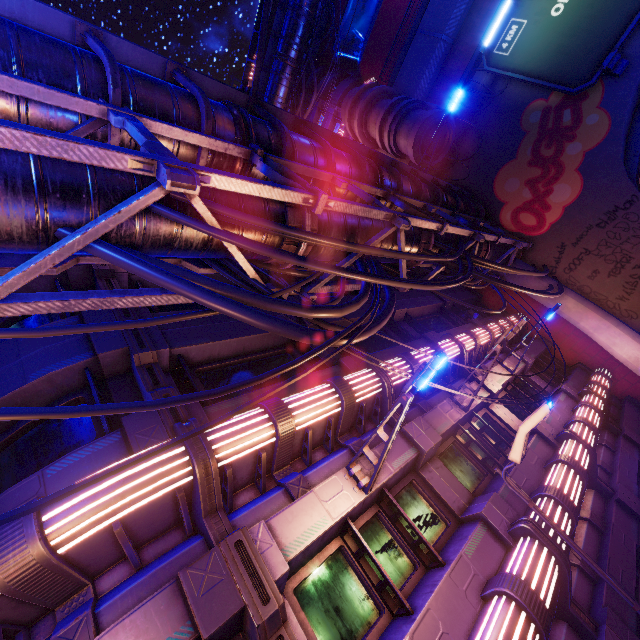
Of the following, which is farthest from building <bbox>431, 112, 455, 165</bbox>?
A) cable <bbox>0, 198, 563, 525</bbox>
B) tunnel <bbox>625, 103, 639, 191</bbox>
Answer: tunnel <bbox>625, 103, 639, 191</bbox>

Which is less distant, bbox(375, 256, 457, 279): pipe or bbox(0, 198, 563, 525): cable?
bbox(0, 198, 563, 525): cable

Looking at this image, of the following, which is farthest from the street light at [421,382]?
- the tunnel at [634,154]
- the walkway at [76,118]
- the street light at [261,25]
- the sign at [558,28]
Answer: the tunnel at [634,154]

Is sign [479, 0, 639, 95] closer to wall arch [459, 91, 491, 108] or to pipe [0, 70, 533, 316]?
wall arch [459, 91, 491, 108]

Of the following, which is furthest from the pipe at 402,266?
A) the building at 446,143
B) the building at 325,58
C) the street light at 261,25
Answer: the building at 325,58

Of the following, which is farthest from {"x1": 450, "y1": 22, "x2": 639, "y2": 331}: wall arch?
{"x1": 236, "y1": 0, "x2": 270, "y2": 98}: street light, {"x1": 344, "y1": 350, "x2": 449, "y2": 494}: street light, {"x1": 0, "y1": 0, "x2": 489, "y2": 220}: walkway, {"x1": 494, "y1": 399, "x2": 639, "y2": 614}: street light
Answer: {"x1": 0, "y1": 0, "x2": 489, "y2": 220}: walkway

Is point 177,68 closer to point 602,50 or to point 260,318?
point 260,318

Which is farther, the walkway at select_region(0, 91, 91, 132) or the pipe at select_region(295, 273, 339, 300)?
the pipe at select_region(295, 273, 339, 300)
